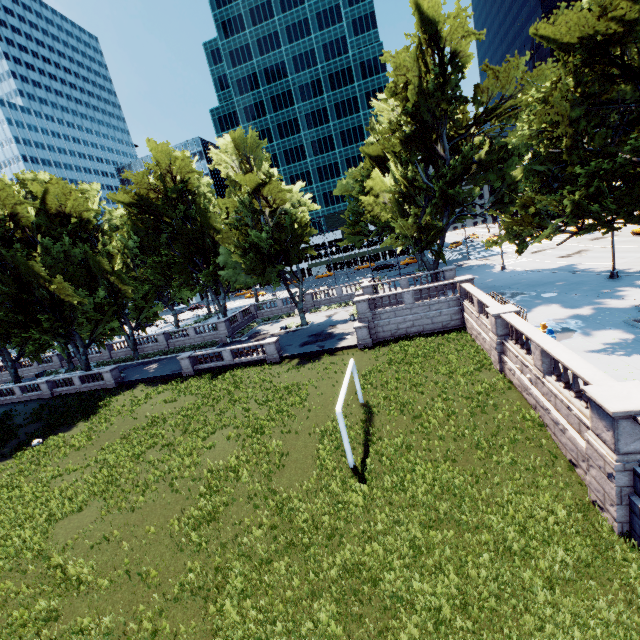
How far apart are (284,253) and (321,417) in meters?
21.9

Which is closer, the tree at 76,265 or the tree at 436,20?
the tree at 436,20

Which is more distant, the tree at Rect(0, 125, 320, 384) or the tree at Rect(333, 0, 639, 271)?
the tree at Rect(0, 125, 320, 384)
